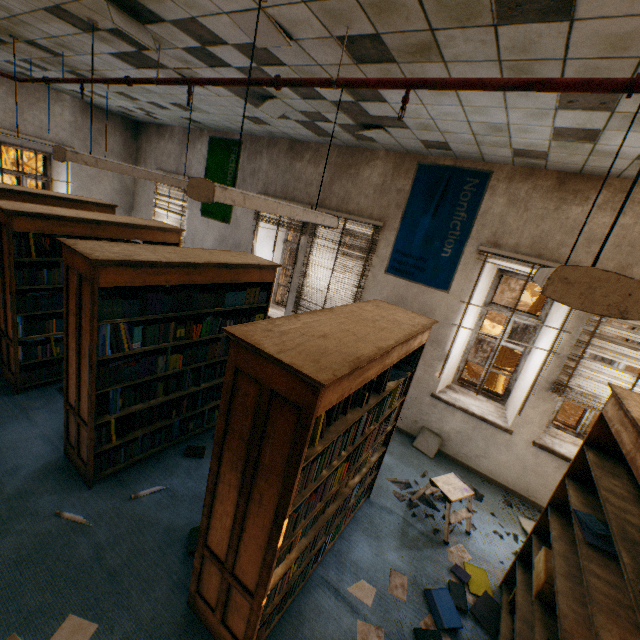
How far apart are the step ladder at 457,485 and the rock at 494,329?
33.6 meters

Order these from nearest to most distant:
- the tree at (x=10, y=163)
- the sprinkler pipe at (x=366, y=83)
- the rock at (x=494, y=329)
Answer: the sprinkler pipe at (x=366, y=83), the tree at (x=10, y=163), the rock at (x=494, y=329)

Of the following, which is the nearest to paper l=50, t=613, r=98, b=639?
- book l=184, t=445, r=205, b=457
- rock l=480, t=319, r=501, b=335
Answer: book l=184, t=445, r=205, b=457

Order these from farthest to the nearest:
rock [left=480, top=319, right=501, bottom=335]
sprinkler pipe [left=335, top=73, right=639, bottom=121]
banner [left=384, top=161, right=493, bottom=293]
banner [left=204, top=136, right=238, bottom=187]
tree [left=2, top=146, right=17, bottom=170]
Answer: rock [left=480, top=319, right=501, bottom=335] → tree [left=2, top=146, right=17, bottom=170] → banner [left=204, top=136, right=238, bottom=187] → banner [left=384, top=161, right=493, bottom=293] → sprinkler pipe [left=335, top=73, right=639, bottom=121]

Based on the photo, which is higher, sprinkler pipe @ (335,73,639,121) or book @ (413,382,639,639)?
sprinkler pipe @ (335,73,639,121)

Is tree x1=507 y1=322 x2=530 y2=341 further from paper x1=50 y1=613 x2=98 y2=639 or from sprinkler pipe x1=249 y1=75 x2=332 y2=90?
paper x1=50 y1=613 x2=98 y2=639

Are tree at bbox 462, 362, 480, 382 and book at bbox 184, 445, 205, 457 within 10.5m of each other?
yes

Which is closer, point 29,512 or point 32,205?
point 29,512
